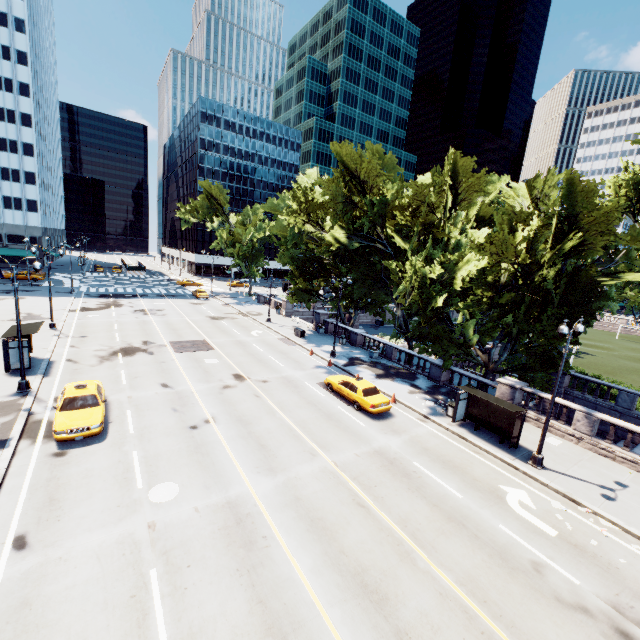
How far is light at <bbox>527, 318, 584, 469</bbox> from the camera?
14.16m

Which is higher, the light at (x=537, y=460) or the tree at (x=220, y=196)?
the tree at (x=220, y=196)

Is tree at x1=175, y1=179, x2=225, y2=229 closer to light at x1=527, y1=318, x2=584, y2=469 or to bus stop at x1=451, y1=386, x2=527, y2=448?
light at x1=527, y1=318, x2=584, y2=469

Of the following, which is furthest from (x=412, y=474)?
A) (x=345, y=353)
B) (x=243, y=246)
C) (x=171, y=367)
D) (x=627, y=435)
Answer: (x=243, y=246)

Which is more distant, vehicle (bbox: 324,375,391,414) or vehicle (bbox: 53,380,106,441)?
vehicle (bbox: 324,375,391,414)

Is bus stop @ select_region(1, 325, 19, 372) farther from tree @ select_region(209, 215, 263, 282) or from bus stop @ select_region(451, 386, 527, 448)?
bus stop @ select_region(451, 386, 527, 448)

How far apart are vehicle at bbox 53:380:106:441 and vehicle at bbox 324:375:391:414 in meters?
13.0 m

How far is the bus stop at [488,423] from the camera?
17.03m
